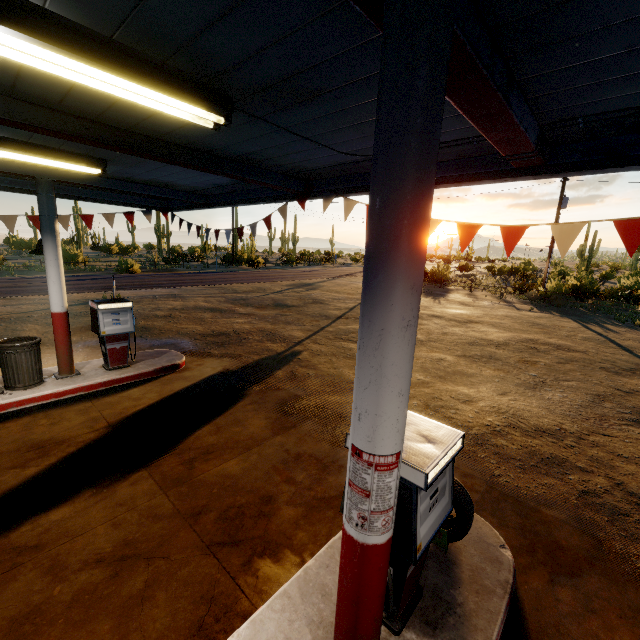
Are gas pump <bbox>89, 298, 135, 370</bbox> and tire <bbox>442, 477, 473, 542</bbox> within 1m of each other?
no

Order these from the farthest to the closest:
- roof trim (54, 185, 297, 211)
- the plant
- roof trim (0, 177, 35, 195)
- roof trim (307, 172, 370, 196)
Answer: the plant
roof trim (0, 177, 35, 195)
roof trim (54, 185, 297, 211)
roof trim (307, 172, 370, 196)

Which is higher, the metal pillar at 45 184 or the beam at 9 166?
the beam at 9 166

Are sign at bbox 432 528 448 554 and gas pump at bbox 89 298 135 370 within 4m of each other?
no

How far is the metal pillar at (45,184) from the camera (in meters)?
5.89

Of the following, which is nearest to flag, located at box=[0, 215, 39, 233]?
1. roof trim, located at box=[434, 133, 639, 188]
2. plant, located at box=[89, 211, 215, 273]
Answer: roof trim, located at box=[434, 133, 639, 188]

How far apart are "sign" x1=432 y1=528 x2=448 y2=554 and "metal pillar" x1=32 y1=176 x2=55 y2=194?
7.07m

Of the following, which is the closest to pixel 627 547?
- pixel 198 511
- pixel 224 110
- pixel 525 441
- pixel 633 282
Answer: pixel 525 441
